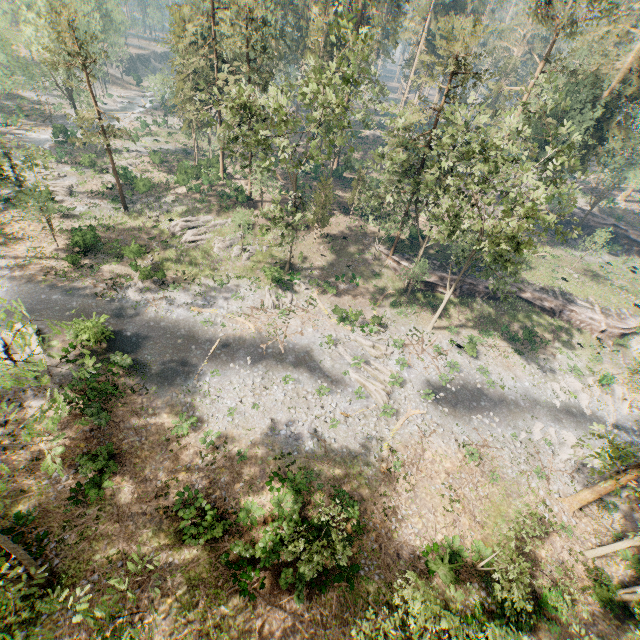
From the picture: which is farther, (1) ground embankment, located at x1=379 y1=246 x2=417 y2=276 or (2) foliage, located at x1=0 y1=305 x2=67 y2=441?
(1) ground embankment, located at x1=379 y1=246 x2=417 y2=276

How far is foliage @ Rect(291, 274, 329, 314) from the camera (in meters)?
34.03

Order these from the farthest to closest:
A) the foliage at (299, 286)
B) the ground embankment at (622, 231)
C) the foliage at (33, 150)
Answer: the ground embankment at (622, 231) < the foliage at (299, 286) < the foliage at (33, 150)

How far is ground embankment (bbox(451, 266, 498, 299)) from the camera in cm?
3769

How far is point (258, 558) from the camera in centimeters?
1762cm

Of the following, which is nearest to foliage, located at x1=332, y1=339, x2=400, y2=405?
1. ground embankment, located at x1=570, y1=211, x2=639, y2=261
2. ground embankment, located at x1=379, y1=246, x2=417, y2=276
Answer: ground embankment, located at x1=379, y1=246, x2=417, y2=276

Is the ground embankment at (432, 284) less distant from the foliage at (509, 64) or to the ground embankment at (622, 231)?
the foliage at (509, 64)
